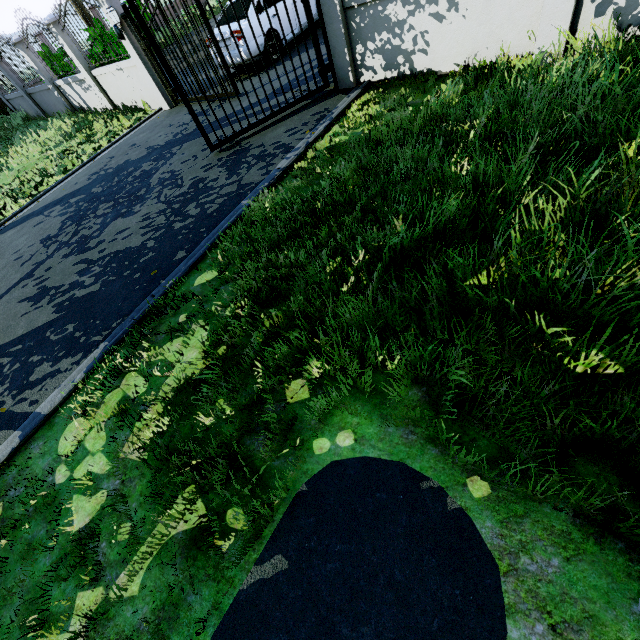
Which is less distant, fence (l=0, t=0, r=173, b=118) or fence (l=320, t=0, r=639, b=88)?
fence (l=320, t=0, r=639, b=88)

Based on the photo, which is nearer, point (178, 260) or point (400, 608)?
point (400, 608)

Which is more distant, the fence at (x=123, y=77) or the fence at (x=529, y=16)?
the fence at (x=123, y=77)
